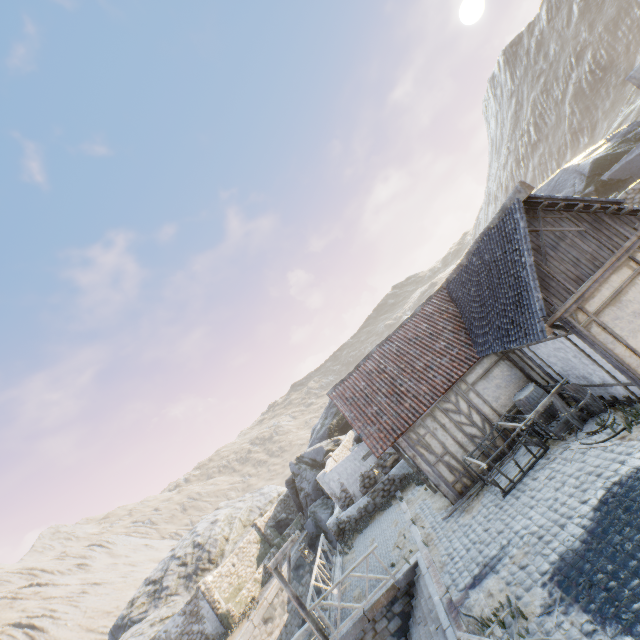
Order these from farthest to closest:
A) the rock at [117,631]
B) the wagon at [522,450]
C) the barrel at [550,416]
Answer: the rock at [117,631] < the wagon at [522,450] < the barrel at [550,416]

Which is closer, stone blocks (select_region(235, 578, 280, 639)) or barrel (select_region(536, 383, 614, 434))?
barrel (select_region(536, 383, 614, 434))

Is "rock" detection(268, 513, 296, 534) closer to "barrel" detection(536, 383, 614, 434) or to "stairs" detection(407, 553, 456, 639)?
"stairs" detection(407, 553, 456, 639)

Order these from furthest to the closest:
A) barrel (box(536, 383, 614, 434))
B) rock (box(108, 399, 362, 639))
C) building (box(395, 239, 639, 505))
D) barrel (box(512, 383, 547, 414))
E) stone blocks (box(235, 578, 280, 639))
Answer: rock (box(108, 399, 362, 639)) < stone blocks (box(235, 578, 280, 639)) < barrel (box(512, 383, 547, 414)) < barrel (box(536, 383, 614, 434)) < building (box(395, 239, 639, 505))

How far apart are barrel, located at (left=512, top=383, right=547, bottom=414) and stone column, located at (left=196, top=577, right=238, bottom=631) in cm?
2105

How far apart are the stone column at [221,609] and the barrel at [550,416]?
22.17m

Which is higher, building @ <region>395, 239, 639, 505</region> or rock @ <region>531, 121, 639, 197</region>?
rock @ <region>531, 121, 639, 197</region>

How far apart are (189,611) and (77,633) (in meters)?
37.51
